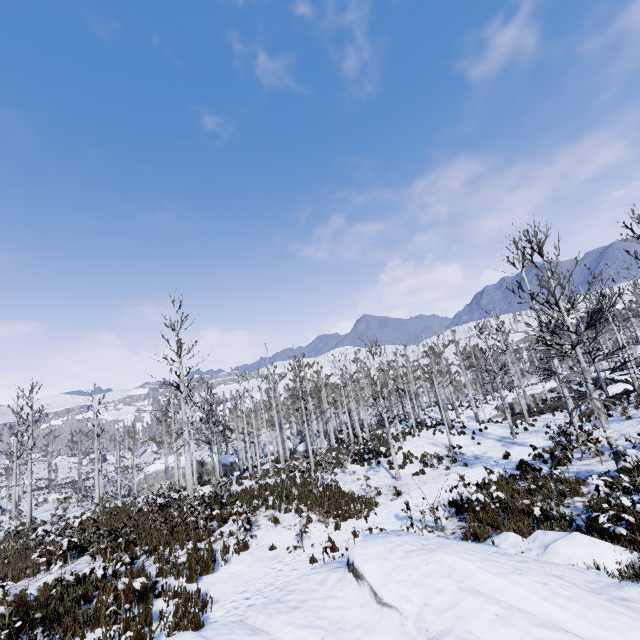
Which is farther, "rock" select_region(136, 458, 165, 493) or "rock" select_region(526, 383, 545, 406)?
"rock" select_region(526, 383, 545, 406)

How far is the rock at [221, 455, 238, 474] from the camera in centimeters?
3694cm

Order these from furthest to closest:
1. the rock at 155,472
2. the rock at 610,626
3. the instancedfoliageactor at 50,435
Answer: the rock at 155,472 → the instancedfoliageactor at 50,435 → the rock at 610,626

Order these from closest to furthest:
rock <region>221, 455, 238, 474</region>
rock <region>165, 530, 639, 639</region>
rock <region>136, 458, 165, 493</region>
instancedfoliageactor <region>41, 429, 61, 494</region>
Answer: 1. rock <region>165, 530, 639, 639</region>
2. instancedfoliageactor <region>41, 429, 61, 494</region>
3. rock <region>136, 458, 165, 493</region>
4. rock <region>221, 455, 238, 474</region>

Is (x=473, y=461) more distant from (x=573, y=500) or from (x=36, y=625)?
(x=36, y=625)

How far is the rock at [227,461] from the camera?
36.94m

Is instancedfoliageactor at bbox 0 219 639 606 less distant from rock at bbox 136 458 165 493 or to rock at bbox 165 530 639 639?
rock at bbox 165 530 639 639

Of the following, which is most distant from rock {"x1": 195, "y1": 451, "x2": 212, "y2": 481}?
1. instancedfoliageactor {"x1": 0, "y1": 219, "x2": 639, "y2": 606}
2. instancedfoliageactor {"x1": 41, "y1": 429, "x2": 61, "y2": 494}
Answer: instancedfoliageactor {"x1": 0, "y1": 219, "x2": 639, "y2": 606}
